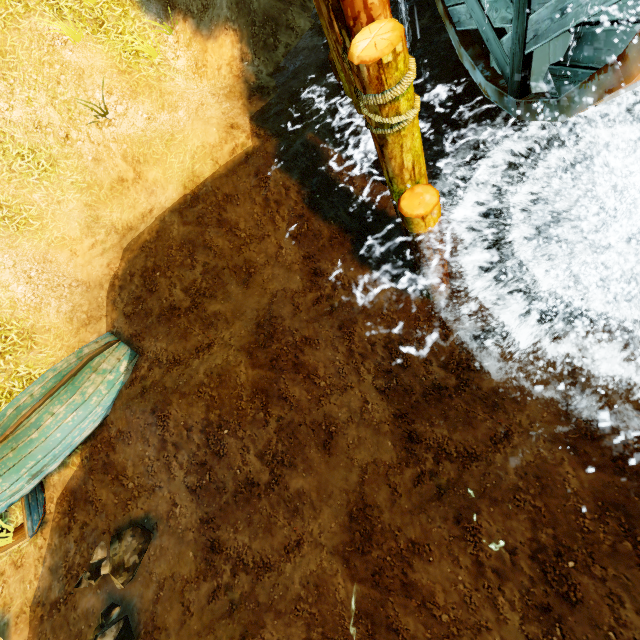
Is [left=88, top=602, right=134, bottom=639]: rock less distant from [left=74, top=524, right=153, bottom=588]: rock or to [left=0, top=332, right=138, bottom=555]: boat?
[left=74, top=524, right=153, bottom=588]: rock

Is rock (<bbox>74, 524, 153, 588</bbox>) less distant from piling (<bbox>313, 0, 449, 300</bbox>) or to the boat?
the boat

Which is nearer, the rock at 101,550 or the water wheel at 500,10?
the water wheel at 500,10

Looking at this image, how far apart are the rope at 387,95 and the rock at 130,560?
6.70m

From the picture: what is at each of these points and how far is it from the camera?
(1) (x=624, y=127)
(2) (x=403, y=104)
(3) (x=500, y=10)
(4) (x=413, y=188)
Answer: (1) stone arch, 5.2m
(2) piling, 3.4m
(3) water wheel, 3.7m
(4) piling, 4.4m

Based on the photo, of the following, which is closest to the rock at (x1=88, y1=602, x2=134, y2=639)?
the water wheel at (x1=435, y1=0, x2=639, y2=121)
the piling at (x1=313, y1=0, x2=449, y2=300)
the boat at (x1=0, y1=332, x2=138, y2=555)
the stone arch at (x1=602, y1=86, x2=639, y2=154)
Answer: the boat at (x1=0, y1=332, x2=138, y2=555)

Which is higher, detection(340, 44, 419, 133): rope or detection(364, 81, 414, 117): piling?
detection(340, 44, 419, 133): rope

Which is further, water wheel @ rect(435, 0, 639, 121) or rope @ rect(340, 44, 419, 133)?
rope @ rect(340, 44, 419, 133)
